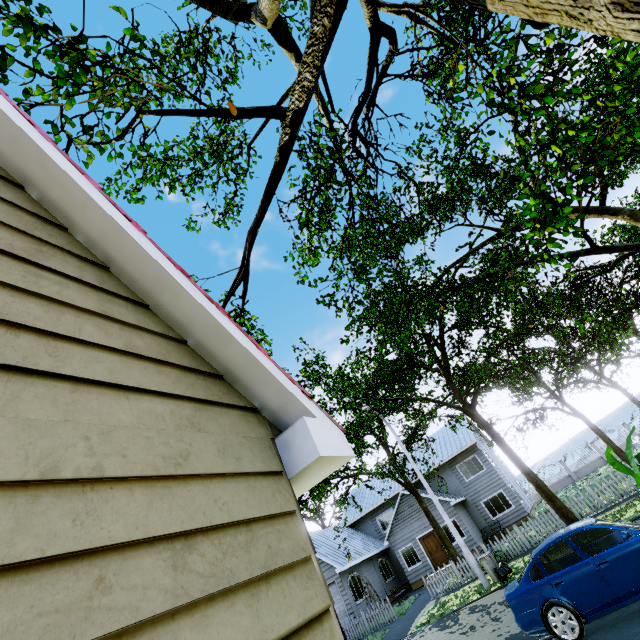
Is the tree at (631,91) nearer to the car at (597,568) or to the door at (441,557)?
the door at (441,557)

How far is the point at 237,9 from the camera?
4.96m

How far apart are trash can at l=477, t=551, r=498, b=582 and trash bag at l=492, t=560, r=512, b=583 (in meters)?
0.02

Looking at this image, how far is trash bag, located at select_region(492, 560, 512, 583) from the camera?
13.3 meters

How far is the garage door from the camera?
21.19m

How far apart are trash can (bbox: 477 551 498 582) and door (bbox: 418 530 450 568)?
11.06m

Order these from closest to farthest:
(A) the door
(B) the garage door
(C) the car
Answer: (C) the car
(B) the garage door
(A) the door

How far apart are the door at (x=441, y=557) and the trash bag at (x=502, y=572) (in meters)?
11.13
